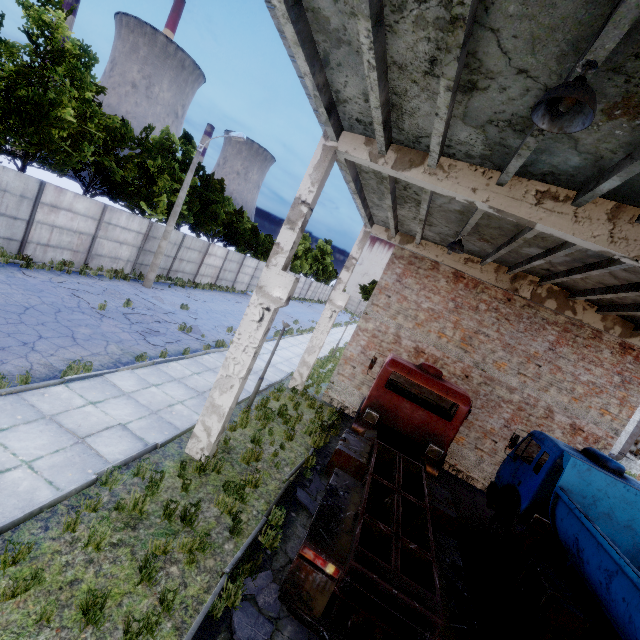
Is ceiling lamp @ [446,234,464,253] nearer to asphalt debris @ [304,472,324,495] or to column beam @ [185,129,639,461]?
column beam @ [185,129,639,461]

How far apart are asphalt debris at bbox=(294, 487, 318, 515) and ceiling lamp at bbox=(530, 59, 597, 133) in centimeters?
809cm

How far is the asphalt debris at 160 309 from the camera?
13.07m

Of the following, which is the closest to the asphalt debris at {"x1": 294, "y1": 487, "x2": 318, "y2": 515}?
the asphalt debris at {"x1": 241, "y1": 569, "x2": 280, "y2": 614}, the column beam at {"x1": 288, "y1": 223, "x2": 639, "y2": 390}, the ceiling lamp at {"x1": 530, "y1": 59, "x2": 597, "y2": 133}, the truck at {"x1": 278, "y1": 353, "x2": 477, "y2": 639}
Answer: the truck at {"x1": 278, "y1": 353, "x2": 477, "y2": 639}

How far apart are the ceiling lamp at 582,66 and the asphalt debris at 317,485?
8.1 meters

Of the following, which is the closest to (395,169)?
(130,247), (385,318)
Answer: (385,318)

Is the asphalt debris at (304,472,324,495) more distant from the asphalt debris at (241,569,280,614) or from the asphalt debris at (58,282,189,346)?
the asphalt debris at (58,282,189,346)

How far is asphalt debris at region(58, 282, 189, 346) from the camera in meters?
13.1 m
